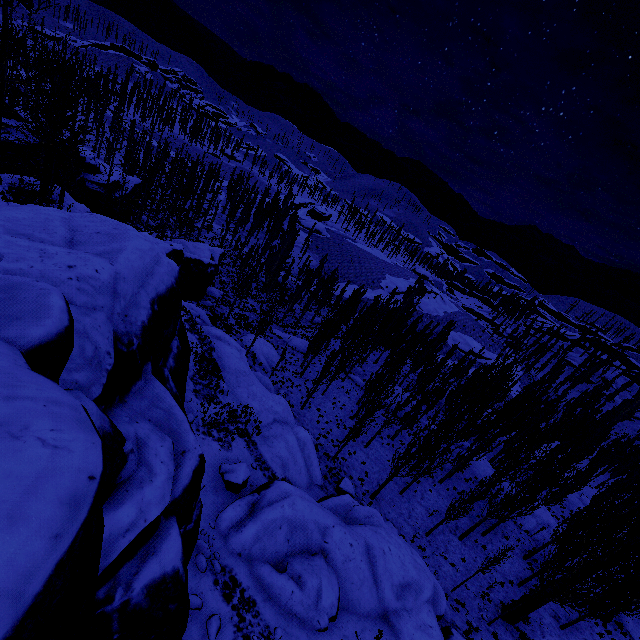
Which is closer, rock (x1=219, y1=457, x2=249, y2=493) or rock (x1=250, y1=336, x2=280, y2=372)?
rock (x1=219, y1=457, x2=249, y2=493)

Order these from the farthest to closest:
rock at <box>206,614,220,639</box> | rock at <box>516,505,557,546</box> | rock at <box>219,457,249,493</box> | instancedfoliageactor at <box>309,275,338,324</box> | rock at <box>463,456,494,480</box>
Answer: instancedfoliageactor at <box>309,275,338,324</box> → rock at <box>463,456,494,480</box> → rock at <box>516,505,557,546</box> → rock at <box>219,457,249,493</box> → rock at <box>206,614,220,639</box>

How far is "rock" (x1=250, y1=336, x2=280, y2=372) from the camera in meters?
33.4

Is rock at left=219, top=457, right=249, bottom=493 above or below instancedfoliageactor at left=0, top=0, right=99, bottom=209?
below

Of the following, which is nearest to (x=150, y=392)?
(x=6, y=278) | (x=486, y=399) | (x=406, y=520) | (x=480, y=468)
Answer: (x=6, y=278)

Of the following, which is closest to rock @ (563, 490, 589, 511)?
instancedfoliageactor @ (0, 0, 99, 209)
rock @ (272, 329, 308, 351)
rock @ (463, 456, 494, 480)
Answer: instancedfoliageactor @ (0, 0, 99, 209)

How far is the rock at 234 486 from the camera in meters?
14.1

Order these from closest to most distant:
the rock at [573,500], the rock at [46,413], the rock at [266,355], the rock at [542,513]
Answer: the rock at [46,413]
the rock at [542,513]
the rock at [266,355]
the rock at [573,500]
